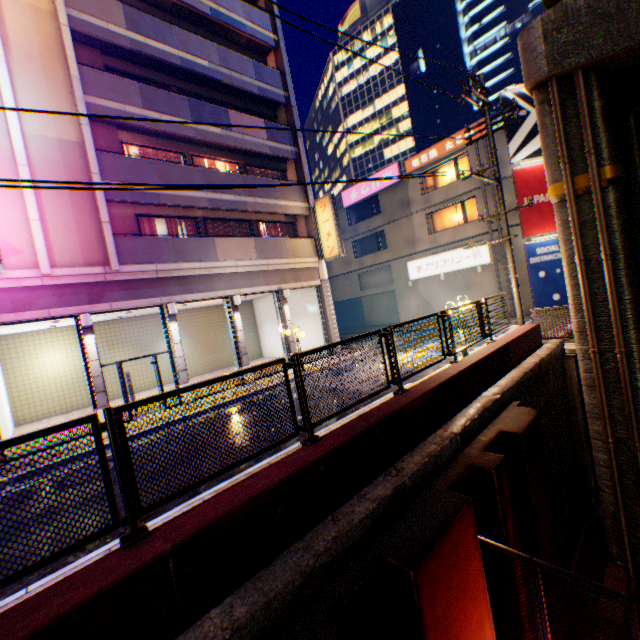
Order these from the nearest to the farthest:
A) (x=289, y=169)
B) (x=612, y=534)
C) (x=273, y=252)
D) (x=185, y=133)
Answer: (x=612, y=534), (x=185, y=133), (x=273, y=252), (x=289, y=169)

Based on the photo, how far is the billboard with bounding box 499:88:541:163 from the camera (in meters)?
19.67

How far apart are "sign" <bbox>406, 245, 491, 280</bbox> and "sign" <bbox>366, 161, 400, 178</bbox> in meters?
6.0 m

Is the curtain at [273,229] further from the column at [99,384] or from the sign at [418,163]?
the sign at [418,163]

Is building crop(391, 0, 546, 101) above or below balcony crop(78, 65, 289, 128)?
above

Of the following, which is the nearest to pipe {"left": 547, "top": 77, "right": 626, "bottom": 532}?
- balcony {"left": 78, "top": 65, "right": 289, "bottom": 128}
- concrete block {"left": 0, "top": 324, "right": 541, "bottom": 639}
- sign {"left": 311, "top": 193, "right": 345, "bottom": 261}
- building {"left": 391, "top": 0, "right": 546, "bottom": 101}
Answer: concrete block {"left": 0, "top": 324, "right": 541, "bottom": 639}

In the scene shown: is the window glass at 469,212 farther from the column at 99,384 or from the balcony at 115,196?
the column at 99,384

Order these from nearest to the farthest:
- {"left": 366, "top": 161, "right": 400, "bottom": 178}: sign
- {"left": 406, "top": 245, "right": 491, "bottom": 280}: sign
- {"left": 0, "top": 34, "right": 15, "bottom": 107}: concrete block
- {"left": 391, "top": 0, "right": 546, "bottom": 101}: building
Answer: {"left": 0, "top": 34, "right": 15, "bottom": 107}: concrete block → {"left": 406, "top": 245, "right": 491, "bottom": 280}: sign → {"left": 366, "top": 161, "right": 400, "bottom": 178}: sign → {"left": 391, "top": 0, "right": 546, "bottom": 101}: building
